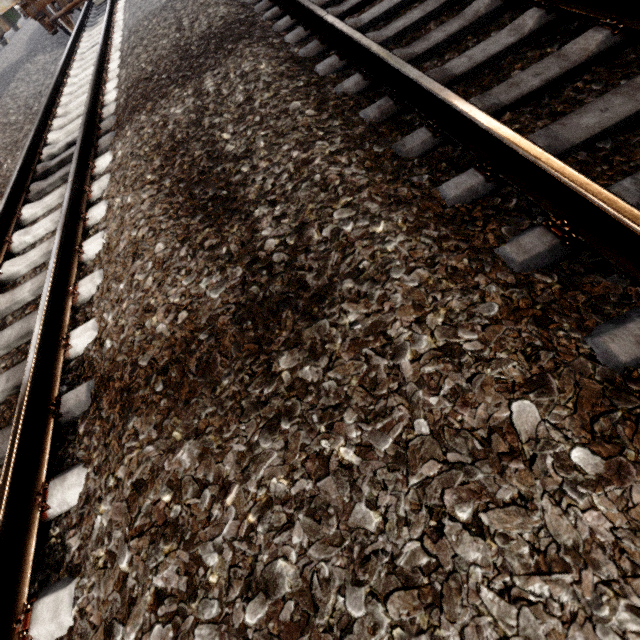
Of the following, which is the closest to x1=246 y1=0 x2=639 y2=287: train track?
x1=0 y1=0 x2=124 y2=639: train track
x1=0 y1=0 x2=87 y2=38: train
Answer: x1=0 y1=0 x2=87 y2=38: train

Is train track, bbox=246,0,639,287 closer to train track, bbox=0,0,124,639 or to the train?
the train

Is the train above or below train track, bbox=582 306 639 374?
above

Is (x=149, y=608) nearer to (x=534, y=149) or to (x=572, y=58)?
(x=534, y=149)

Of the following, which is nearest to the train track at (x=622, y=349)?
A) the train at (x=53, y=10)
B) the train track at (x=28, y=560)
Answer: the train at (x=53, y=10)

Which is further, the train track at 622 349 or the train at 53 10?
the train at 53 10

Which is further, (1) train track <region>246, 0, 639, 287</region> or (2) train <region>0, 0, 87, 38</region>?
(2) train <region>0, 0, 87, 38</region>
